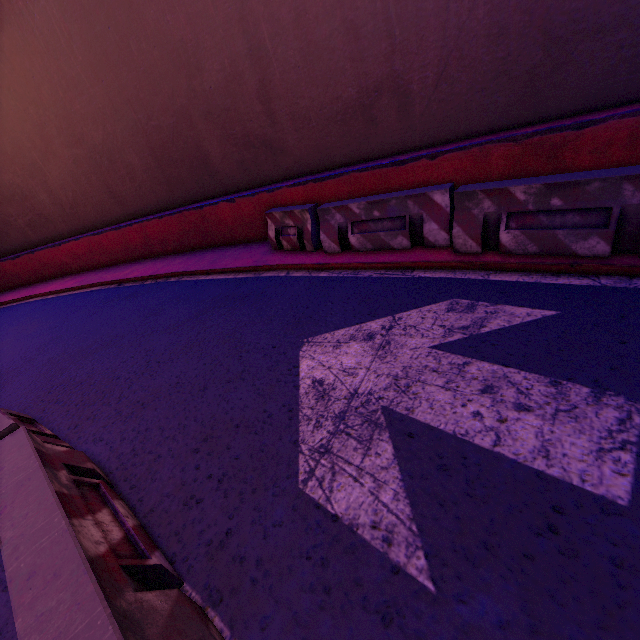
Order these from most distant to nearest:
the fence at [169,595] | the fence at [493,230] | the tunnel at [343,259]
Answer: the fence at [493,230], the tunnel at [343,259], the fence at [169,595]

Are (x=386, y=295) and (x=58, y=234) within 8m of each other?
no

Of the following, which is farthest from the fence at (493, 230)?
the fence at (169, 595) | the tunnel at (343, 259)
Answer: the fence at (169, 595)

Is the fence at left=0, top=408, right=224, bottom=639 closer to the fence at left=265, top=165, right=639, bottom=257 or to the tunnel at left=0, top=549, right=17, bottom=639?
the tunnel at left=0, top=549, right=17, bottom=639

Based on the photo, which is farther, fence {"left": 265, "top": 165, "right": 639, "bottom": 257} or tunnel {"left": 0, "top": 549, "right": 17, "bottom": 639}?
fence {"left": 265, "top": 165, "right": 639, "bottom": 257}

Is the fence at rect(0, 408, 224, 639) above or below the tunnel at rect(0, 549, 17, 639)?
above

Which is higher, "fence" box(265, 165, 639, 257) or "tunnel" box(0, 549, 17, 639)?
"fence" box(265, 165, 639, 257)
